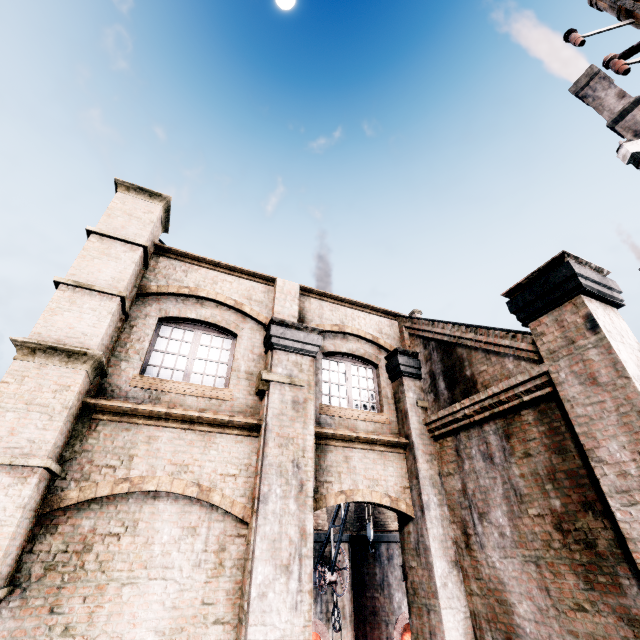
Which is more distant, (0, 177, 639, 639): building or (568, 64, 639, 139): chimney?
(568, 64, 639, 139): chimney

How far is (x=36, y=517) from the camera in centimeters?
527cm

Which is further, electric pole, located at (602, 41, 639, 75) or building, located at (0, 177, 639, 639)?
building, located at (0, 177, 639, 639)

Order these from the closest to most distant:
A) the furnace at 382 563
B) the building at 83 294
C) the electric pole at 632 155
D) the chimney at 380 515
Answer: the electric pole at 632 155 → the building at 83 294 → the furnace at 382 563 → the chimney at 380 515

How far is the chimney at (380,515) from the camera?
22.23m

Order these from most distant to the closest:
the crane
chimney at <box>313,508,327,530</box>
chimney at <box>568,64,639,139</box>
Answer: chimney at <box>568,64,639,139</box>, chimney at <box>313,508,327,530</box>, the crane

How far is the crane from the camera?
16.4m

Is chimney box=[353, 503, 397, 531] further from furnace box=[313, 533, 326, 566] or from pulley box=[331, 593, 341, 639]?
pulley box=[331, 593, 341, 639]
